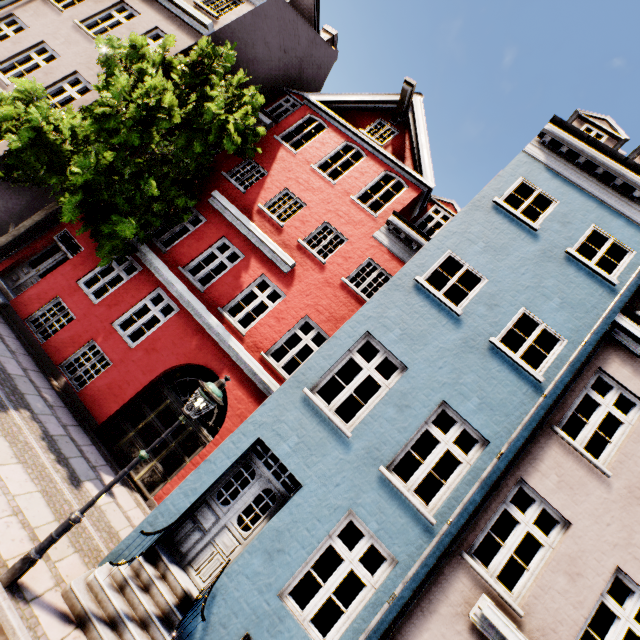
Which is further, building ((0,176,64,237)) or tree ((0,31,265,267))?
building ((0,176,64,237))

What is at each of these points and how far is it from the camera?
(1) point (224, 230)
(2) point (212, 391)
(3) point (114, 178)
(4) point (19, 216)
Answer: (1) building, 10.86m
(2) street light, 5.02m
(3) tree, 7.97m
(4) building, 10.01m

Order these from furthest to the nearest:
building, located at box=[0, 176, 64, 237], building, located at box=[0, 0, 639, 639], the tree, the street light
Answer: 1. building, located at box=[0, 176, 64, 237]
2. the tree
3. building, located at box=[0, 0, 639, 639]
4. the street light

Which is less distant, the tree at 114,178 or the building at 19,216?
the tree at 114,178

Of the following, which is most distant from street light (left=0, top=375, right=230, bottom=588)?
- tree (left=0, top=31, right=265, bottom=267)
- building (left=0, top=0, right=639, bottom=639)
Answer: tree (left=0, top=31, right=265, bottom=267)

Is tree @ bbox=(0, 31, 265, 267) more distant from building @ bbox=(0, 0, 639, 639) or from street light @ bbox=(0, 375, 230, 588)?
street light @ bbox=(0, 375, 230, 588)

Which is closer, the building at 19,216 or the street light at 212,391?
the street light at 212,391
